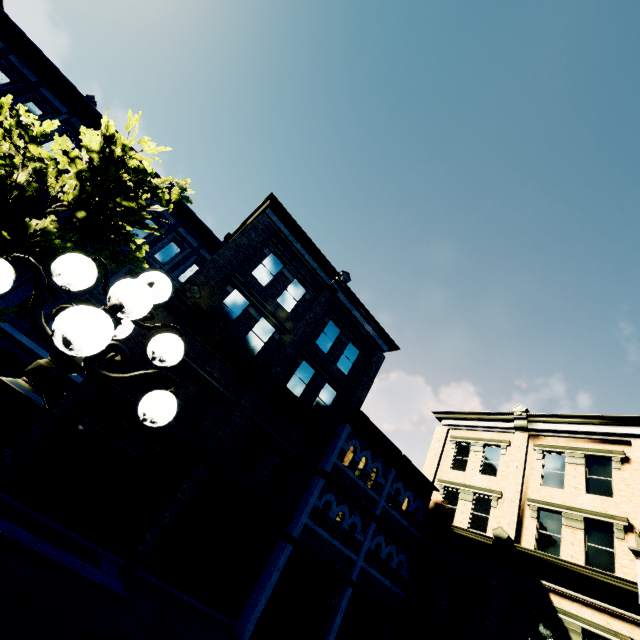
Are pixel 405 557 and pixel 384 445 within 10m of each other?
yes

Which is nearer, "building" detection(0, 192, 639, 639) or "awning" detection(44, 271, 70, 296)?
"building" detection(0, 192, 639, 639)

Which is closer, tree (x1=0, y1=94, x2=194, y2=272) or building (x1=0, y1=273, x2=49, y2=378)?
tree (x1=0, y1=94, x2=194, y2=272)

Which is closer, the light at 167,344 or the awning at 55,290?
the light at 167,344

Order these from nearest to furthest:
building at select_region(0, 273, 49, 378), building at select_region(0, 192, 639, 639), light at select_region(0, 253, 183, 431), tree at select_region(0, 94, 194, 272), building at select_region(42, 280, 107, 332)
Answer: light at select_region(0, 253, 183, 431)
tree at select_region(0, 94, 194, 272)
building at select_region(0, 192, 639, 639)
building at select_region(0, 273, 49, 378)
building at select_region(42, 280, 107, 332)

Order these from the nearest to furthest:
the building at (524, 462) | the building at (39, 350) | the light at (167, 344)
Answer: the light at (167, 344) < the building at (524, 462) < the building at (39, 350)

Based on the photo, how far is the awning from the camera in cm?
1309

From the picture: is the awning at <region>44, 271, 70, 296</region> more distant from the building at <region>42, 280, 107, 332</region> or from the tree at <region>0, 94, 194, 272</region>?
the tree at <region>0, 94, 194, 272</region>
